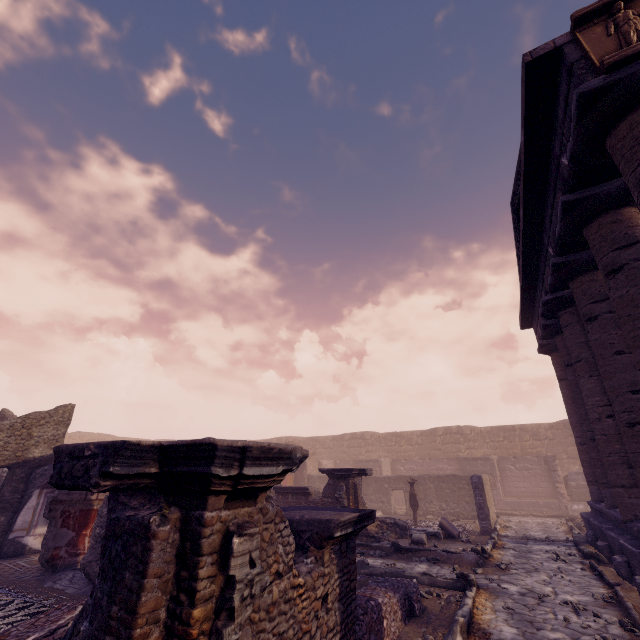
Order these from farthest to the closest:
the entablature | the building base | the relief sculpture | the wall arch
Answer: the wall arch, the building base, the entablature, the relief sculpture

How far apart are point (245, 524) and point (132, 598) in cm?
70

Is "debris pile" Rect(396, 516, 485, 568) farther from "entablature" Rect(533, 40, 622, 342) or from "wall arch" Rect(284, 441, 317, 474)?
"wall arch" Rect(284, 441, 317, 474)

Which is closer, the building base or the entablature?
the entablature

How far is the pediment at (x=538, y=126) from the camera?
4.79m

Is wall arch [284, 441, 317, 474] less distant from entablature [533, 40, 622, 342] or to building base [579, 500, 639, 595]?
building base [579, 500, 639, 595]

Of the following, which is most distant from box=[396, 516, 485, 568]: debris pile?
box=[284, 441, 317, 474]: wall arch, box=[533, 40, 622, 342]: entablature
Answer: box=[284, 441, 317, 474]: wall arch

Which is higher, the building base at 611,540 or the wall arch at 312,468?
the wall arch at 312,468
